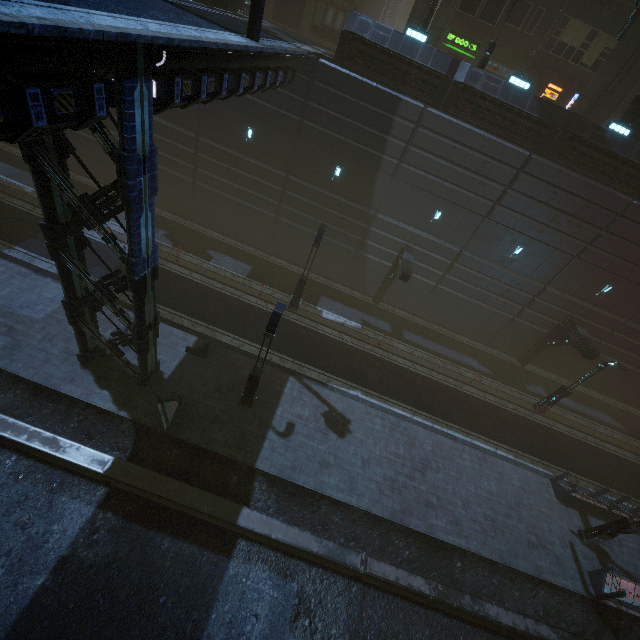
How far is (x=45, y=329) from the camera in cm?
1409

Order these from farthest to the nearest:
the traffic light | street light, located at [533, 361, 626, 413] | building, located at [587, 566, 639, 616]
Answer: street light, located at [533, 361, 626, 413] < building, located at [587, 566, 639, 616] < the traffic light

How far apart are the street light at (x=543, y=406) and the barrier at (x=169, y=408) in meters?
21.2 m

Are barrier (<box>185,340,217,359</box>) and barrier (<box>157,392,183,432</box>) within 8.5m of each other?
yes

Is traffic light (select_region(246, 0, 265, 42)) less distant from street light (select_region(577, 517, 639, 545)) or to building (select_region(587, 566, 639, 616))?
building (select_region(587, 566, 639, 616))

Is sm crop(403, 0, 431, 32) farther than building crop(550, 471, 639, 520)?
Yes

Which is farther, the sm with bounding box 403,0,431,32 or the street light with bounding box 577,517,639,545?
the sm with bounding box 403,0,431,32

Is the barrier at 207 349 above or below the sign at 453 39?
below
